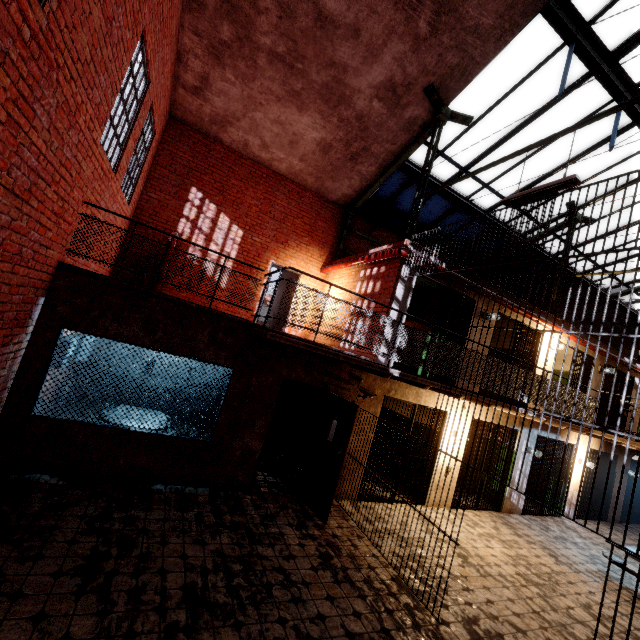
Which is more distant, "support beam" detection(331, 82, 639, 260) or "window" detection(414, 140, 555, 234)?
"window" detection(414, 140, 555, 234)

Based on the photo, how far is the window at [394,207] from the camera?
9.8 meters

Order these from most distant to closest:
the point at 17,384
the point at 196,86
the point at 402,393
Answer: the point at 196,86, the point at 402,393, the point at 17,384

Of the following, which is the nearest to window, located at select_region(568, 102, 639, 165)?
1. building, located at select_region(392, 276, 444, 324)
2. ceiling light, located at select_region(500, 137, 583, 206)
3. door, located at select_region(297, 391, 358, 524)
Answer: building, located at select_region(392, 276, 444, 324)

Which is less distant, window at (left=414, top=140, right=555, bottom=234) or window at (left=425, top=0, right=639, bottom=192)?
window at (left=425, top=0, right=639, bottom=192)

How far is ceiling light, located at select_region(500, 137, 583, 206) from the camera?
4.8m

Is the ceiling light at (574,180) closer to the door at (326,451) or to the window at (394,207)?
the window at (394,207)

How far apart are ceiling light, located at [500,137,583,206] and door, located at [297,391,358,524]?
4.47m
